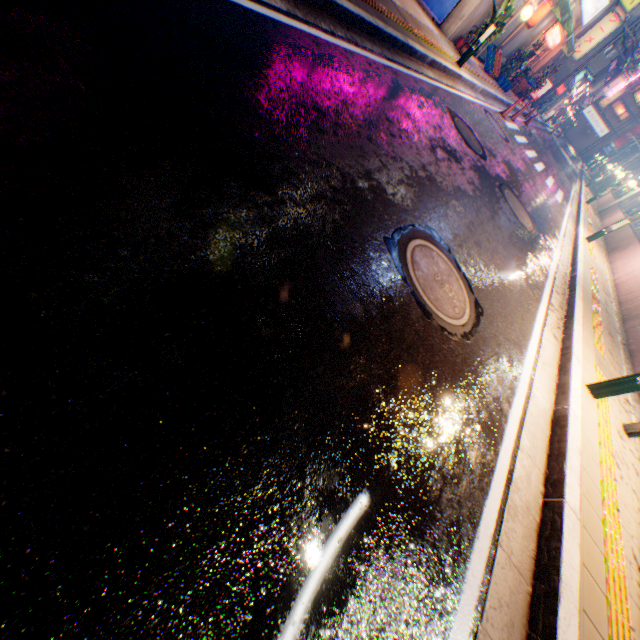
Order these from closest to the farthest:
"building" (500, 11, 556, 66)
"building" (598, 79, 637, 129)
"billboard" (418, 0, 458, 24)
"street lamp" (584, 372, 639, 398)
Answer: "street lamp" (584, 372, 639, 398)
"billboard" (418, 0, 458, 24)
"building" (500, 11, 556, 66)
"building" (598, 79, 637, 129)

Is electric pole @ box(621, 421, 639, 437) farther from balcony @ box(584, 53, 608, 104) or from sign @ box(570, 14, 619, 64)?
balcony @ box(584, 53, 608, 104)

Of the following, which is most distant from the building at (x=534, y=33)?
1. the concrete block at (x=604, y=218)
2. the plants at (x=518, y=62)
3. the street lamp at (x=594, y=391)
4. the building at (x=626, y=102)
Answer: the building at (x=626, y=102)

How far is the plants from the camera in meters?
15.7 m

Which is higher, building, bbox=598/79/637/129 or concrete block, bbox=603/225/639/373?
building, bbox=598/79/637/129

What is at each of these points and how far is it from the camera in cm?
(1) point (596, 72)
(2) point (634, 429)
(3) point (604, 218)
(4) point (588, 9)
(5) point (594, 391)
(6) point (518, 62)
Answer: (1) balcony, 2758
(2) electric pole, 449
(3) concrete block, 1962
(4) sign, 1673
(5) street lamp, 430
(6) plants, 1648

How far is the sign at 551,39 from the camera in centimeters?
1648cm

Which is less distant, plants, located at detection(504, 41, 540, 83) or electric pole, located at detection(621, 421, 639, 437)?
electric pole, located at detection(621, 421, 639, 437)
